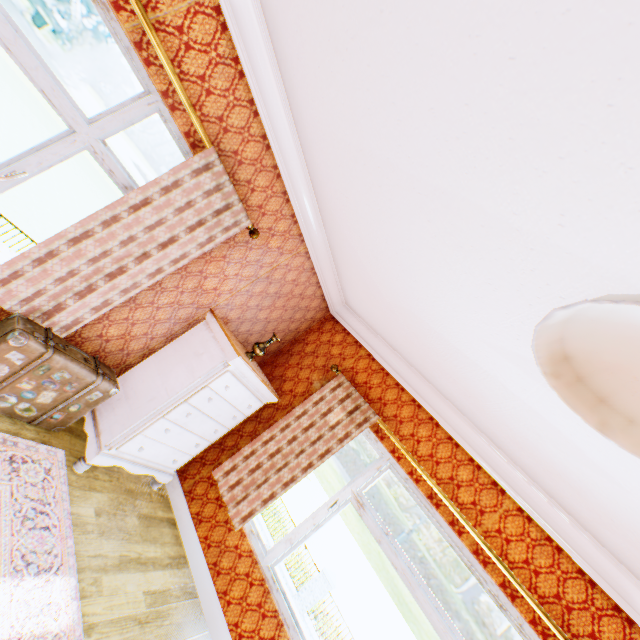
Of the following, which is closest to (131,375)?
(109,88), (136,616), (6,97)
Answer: (136,616)

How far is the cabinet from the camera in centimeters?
295cm

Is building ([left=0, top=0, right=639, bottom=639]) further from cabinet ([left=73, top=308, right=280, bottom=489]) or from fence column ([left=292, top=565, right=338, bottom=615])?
fence column ([left=292, top=565, right=338, bottom=615])

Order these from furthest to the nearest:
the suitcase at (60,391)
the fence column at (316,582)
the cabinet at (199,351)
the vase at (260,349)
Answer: the fence column at (316,582) < the vase at (260,349) < the cabinet at (199,351) < the suitcase at (60,391)

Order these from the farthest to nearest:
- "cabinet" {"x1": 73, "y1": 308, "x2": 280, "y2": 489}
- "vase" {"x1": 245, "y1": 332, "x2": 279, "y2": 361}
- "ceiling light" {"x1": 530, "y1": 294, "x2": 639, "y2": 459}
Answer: "vase" {"x1": 245, "y1": 332, "x2": 279, "y2": 361} < "cabinet" {"x1": 73, "y1": 308, "x2": 280, "y2": 489} < "ceiling light" {"x1": 530, "y1": 294, "x2": 639, "y2": 459}

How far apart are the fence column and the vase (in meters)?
15.12

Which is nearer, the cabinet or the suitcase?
the suitcase

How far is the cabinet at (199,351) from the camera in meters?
2.9 m
